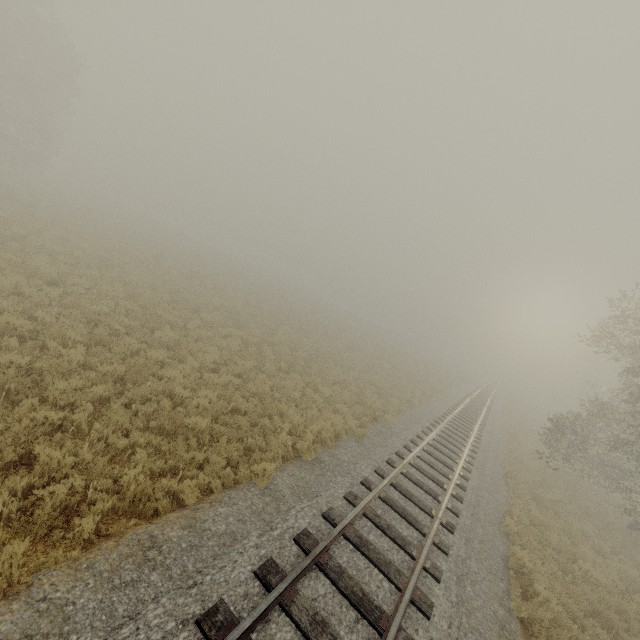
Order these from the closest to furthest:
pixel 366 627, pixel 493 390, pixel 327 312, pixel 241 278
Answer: pixel 366 627 → pixel 241 278 → pixel 327 312 → pixel 493 390
